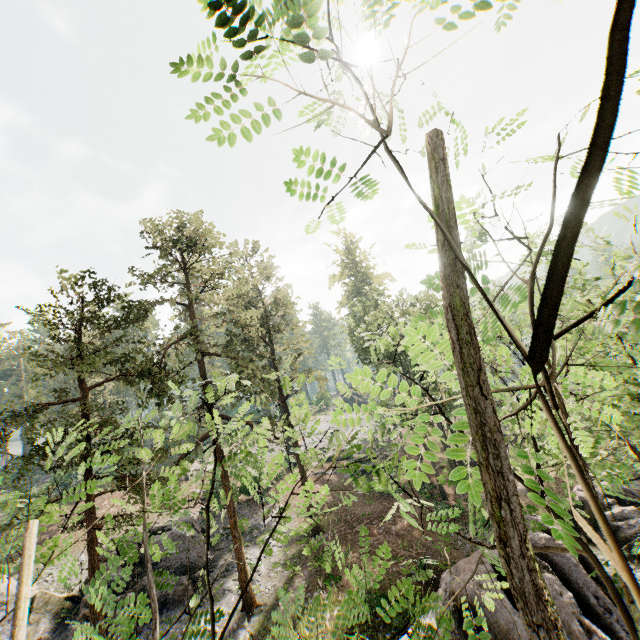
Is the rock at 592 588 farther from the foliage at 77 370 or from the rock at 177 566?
the rock at 177 566

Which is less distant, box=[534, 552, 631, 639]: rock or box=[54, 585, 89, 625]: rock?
box=[534, 552, 631, 639]: rock

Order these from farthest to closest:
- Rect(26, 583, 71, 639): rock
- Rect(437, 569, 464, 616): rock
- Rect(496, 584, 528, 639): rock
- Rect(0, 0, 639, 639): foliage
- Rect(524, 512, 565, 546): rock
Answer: Rect(26, 583, 71, 639): rock
Rect(524, 512, 565, 546): rock
Rect(437, 569, 464, 616): rock
Rect(496, 584, 528, 639): rock
Rect(0, 0, 639, 639): foliage

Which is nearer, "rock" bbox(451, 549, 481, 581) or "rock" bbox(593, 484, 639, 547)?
"rock" bbox(451, 549, 481, 581)

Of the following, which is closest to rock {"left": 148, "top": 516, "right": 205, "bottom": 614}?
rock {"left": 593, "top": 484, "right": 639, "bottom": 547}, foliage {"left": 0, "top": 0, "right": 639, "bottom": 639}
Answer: foliage {"left": 0, "top": 0, "right": 639, "bottom": 639}

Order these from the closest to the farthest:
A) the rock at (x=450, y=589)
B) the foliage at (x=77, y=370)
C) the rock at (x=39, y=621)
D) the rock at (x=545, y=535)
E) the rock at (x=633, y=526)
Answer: the foliage at (x=77, y=370) → the rock at (x=450, y=589) → the rock at (x=545, y=535) → the rock at (x=633, y=526) → the rock at (x=39, y=621)

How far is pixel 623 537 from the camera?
18.17m
